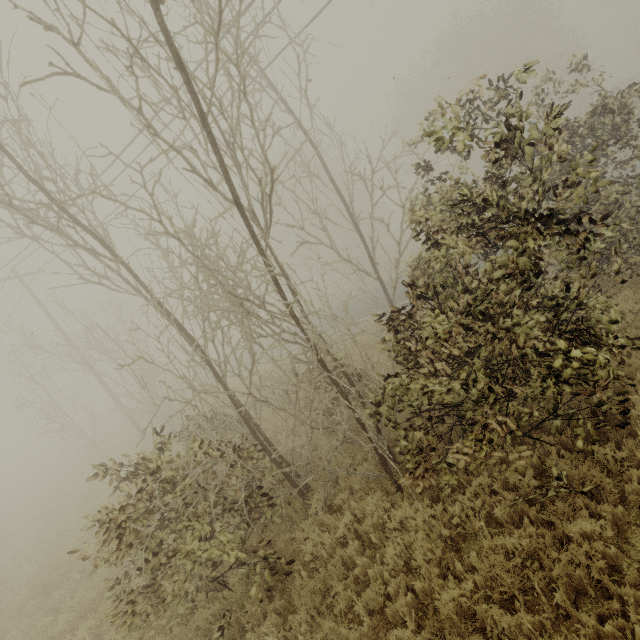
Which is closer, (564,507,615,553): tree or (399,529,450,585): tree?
(564,507,615,553): tree

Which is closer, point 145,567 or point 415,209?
point 145,567

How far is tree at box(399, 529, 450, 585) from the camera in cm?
460

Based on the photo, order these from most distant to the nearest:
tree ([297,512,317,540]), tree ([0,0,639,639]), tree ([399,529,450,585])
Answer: tree ([297,512,317,540]) < tree ([399,529,450,585]) < tree ([0,0,639,639])

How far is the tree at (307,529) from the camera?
6.1m
